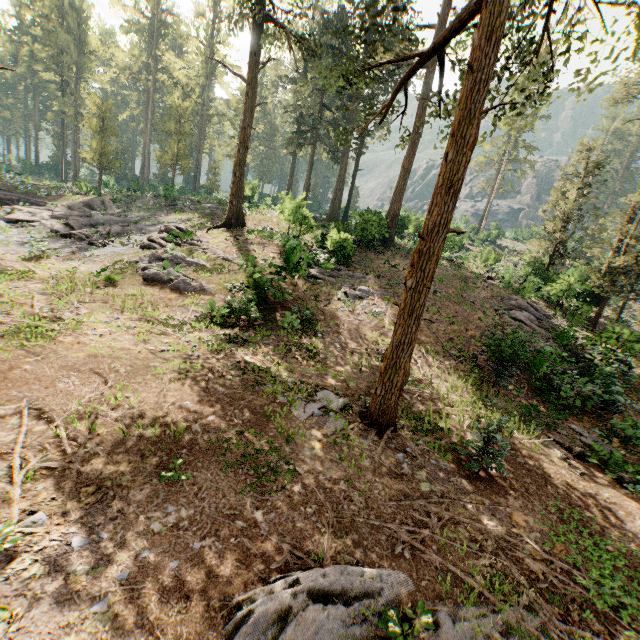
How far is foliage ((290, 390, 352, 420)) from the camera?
9.11m

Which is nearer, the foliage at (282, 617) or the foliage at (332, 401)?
the foliage at (282, 617)

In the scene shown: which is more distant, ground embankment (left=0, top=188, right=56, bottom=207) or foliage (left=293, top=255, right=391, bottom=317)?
ground embankment (left=0, top=188, right=56, bottom=207)

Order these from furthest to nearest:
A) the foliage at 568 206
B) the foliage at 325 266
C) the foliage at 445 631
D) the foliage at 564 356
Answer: the foliage at 568 206 → the foliage at 325 266 → the foliage at 564 356 → the foliage at 445 631

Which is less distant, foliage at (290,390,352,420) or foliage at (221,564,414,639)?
foliage at (221,564,414,639)

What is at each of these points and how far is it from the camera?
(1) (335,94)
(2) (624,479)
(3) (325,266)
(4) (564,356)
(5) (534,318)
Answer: (1) foliage, 35.4m
(2) foliage, 9.1m
(3) foliage, 20.6m
(4) foliage, 13.8m
(5) foliage, 20.0m
